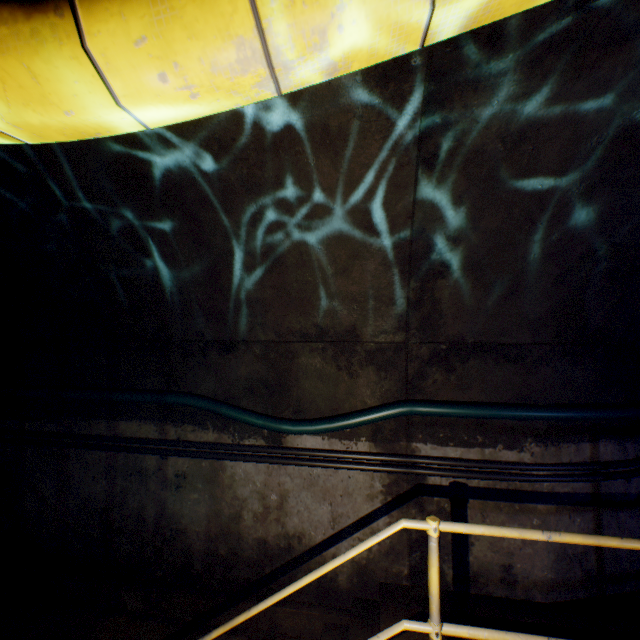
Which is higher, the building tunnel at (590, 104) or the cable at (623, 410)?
the building tunnel at (590, 104)

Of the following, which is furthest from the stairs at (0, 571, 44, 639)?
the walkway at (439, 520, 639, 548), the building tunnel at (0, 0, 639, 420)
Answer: the walkway at (439, 520, 639, 548)

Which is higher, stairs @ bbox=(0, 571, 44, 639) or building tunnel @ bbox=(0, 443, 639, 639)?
building tunnel @ bbox=(0, 443, 639, 639)

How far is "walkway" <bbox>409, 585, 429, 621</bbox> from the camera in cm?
260

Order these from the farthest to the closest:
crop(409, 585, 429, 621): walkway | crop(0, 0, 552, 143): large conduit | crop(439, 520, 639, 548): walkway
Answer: crop(409, 585, 429, 621): walkway → crop(439, 520, 639, 548): walkway → crop(0, 0, 552, 143): large conduit

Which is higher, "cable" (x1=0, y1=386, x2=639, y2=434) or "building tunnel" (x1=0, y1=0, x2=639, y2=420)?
"building tunnel" (x1=0, y1=0, x2=639, y2=420)

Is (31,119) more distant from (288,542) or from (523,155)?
(288,542)

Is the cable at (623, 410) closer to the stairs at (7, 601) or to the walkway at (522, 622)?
the walkway at (522, 622)
